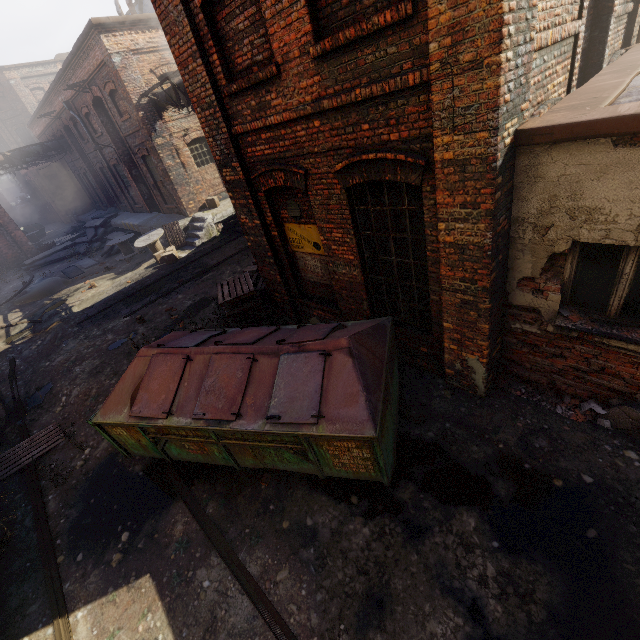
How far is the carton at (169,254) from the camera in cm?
1454

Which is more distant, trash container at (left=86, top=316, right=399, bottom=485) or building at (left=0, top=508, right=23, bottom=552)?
building at (left=0, top=508, right=23, bottom=552)

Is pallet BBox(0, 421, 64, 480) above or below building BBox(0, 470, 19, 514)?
above

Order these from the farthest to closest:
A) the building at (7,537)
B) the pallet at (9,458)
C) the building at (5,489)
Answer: the pallet at (9,458)
the building at (5,489)
the building at (7,537)

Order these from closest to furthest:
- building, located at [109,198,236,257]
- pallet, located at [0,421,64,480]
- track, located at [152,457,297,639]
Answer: track, located at [152,457,297,639] < pallet, located at [0,421,64,480] < building, located at [109,198,236,257]

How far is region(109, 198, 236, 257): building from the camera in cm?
1548

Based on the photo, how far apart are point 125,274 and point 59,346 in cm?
550

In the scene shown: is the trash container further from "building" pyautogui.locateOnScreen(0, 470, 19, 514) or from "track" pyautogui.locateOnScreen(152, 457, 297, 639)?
"building" pyautogui.locateOnScreen(0, 470, 19, 514)
